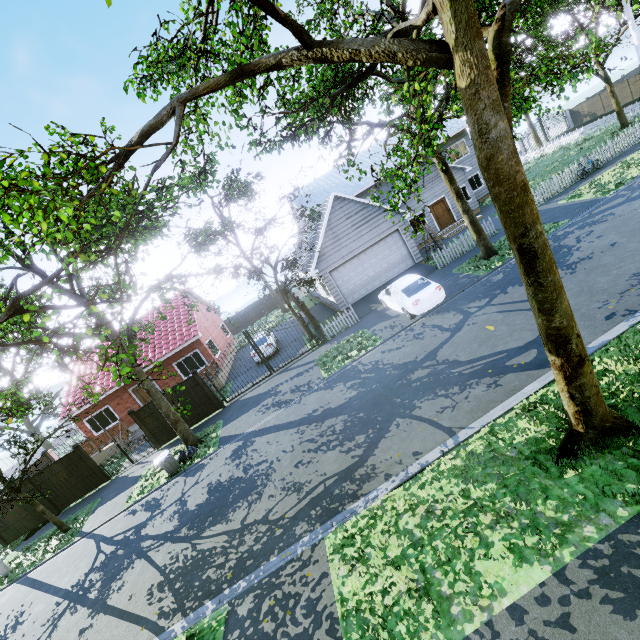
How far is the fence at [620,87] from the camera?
34.2m

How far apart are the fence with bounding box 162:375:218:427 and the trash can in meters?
3.4 m

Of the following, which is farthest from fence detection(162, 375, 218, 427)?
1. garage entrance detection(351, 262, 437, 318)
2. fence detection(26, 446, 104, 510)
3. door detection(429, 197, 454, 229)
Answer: door detection(429, 197, 454, 229)

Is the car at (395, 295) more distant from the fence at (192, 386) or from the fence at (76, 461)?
the fence at (76, 461)

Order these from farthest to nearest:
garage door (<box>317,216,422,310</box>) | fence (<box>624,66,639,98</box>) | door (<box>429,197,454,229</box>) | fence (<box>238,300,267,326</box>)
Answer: fence (<box>238,300,267,326</box>) < fence (<box>624,66,639,98</box>) < door (<box>429,197,454,229</box>) < garage door (<box>317,216,422,310</box>)

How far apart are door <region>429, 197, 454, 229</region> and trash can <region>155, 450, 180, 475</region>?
23.0m

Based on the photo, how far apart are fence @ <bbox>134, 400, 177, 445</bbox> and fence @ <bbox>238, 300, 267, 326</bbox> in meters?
22.8

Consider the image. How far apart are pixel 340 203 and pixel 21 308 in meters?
15.4 m
